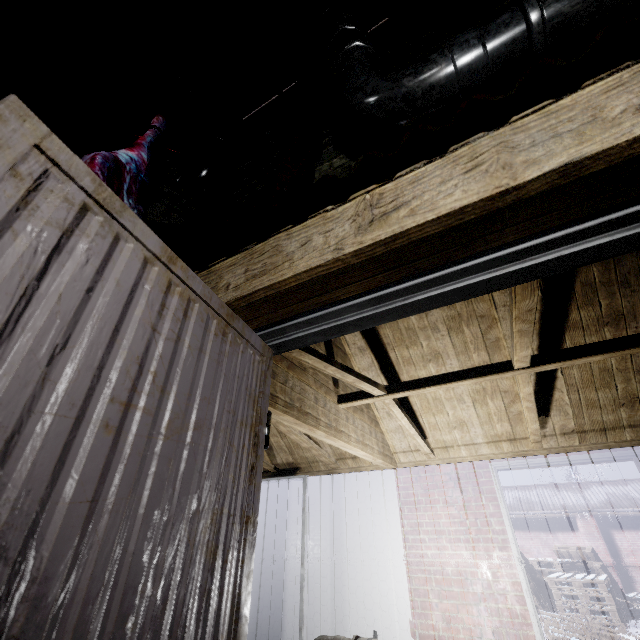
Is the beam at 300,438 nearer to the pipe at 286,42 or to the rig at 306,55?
the pipe at 286,42

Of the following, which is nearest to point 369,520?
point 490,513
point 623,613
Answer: point 490,513

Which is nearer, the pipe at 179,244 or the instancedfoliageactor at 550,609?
the pipe at 179,244

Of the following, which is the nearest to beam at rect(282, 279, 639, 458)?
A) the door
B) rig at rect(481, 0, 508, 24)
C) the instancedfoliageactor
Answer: the door

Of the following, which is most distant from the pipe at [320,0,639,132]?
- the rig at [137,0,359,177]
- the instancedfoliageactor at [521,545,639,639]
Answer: the instancedfoliageactor at [521,545,639,639]

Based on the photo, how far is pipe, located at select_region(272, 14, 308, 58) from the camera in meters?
2.1

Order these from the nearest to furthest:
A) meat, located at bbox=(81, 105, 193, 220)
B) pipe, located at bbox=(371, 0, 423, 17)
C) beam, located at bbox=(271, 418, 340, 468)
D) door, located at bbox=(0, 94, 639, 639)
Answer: door, located at bbox=(0, 94, 639, 639) → meat, located at bbox=(81, 105, 193, 220) → pipe, located at bbox=(371, 0, 423, 17) → beam, located at bbox=(271, 418, 340, 468)

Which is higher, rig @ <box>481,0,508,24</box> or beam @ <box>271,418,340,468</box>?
rig @ <box>481,0,508,24</box>
